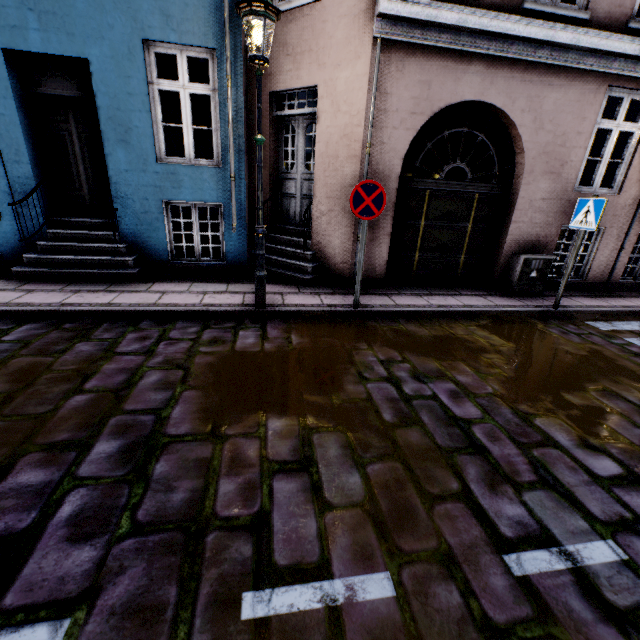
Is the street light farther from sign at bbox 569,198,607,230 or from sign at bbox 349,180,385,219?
sign at bbox 569,198,607,230

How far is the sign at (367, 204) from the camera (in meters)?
4.55

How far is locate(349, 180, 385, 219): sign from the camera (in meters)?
4.55

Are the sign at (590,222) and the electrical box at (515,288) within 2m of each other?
yes

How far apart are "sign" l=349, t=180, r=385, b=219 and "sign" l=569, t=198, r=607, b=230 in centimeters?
348cm

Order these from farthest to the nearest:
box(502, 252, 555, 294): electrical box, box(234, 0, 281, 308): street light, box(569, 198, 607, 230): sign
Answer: box(502, 252, 555, 294): electrical box, box(569, 198, 607, 230): sign, box(234, 0, 281, 308): street light

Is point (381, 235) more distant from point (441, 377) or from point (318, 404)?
point (318, 404)

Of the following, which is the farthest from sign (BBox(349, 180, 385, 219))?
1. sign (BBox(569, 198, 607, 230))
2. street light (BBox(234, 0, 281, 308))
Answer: sign (BBox(569, 198, 607, 230))
